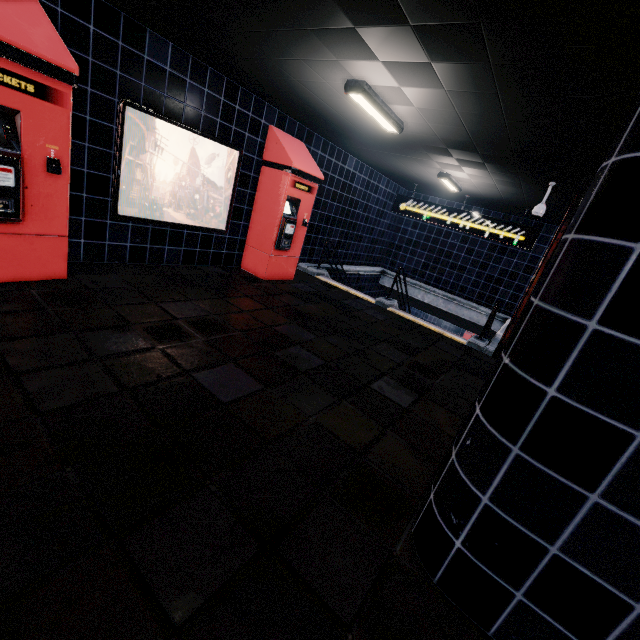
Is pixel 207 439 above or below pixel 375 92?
below
